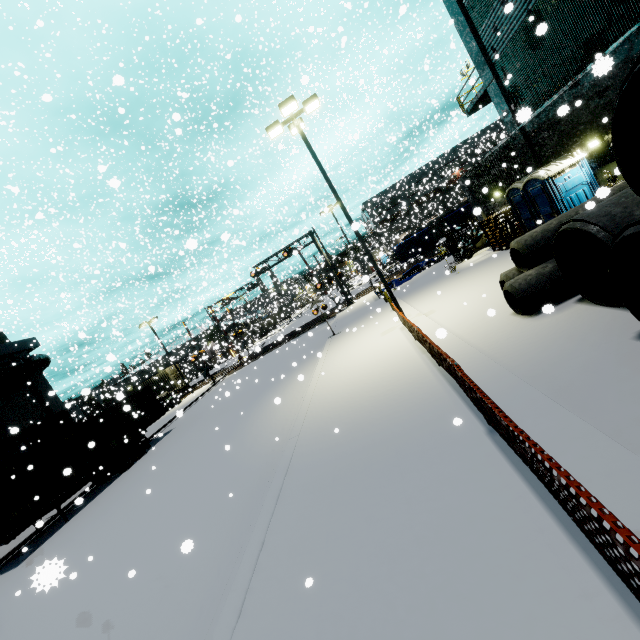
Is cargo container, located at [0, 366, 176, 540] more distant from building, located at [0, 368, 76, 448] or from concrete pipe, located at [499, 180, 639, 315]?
concrete pipe, located at [499, 180, 639, 315]

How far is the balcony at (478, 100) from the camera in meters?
16.2 m

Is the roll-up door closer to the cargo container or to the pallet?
the cargo container

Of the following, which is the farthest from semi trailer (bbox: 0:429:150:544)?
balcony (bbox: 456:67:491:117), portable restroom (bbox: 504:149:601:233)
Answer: balcony (bbox: 456:67:491:117)

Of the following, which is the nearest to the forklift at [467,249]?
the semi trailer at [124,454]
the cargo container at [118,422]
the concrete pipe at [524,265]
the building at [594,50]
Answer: the building at [594,50]

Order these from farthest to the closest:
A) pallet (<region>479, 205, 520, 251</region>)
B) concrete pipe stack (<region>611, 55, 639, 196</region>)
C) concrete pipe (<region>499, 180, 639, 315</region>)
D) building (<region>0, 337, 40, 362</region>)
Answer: building (<region>0, 337, 40, 362</region>) < pallet (<region>479, 205, 520, 251</region>) < concrete pipe (<region>499, 180, 639, 315</region>) < concrete pipe stack (<region>611, 55, 639, 196</region>)

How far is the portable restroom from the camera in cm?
1207

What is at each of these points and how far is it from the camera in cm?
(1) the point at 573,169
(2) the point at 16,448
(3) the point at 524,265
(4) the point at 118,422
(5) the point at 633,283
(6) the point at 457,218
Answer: (1) portable restroom, 1212
(2) roll-up door, 2058
(3) concrete pipe, 909
(4) cargo container, 1933
(5) concrete pipe stack, 504
(6) tarp, 3145
